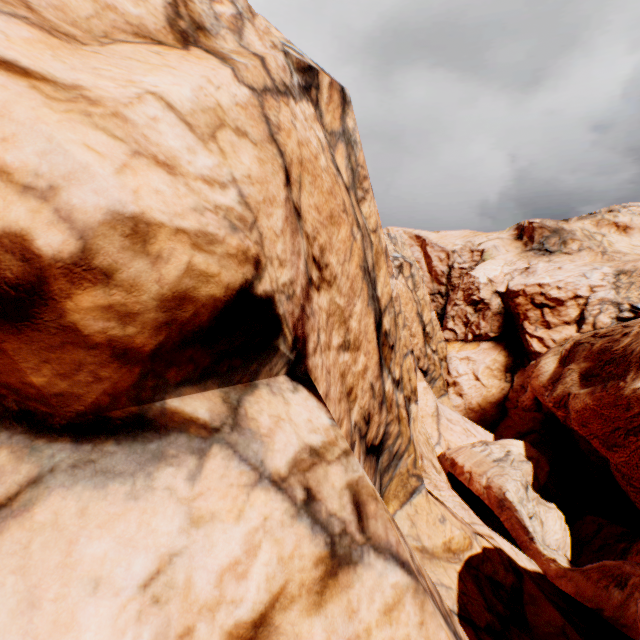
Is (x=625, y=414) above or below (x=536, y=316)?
below
